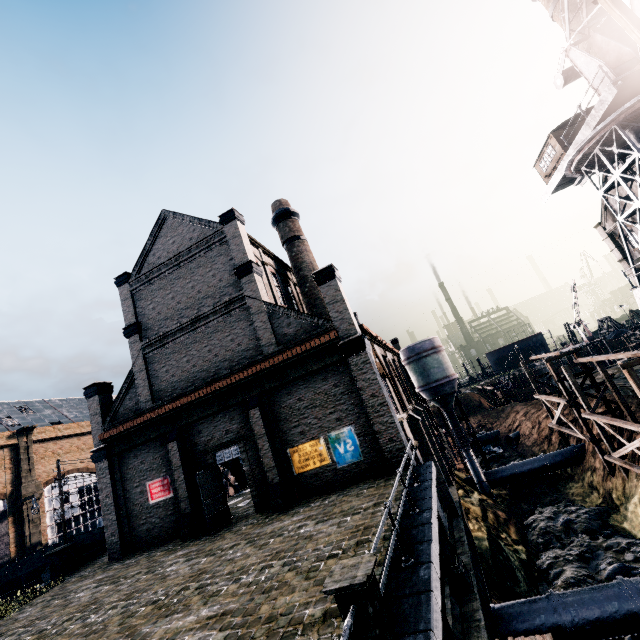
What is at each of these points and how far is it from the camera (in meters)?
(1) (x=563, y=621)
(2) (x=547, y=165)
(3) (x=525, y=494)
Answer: (1) pipe, 13.72
(2) building, 28.88
(3) stone debris, 31.47

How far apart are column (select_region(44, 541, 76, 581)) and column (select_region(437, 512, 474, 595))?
23.9m

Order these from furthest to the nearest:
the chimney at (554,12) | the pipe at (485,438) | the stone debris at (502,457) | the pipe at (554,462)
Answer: the pipe at (485,438), the stone debris at (502,457), the chimney at (554,12), the pipe at (554,462)

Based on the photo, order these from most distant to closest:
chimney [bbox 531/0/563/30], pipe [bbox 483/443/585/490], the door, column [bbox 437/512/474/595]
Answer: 1. chimney [bbox 531/0/563/30]
2. pipe [bbox 483/443/585/490]
3. the door
4. column [bbox 437/512/474/595]

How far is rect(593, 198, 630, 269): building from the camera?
36.84m

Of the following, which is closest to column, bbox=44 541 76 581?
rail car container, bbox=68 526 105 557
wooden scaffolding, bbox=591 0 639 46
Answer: rail car container, bbox=68 526 105 557

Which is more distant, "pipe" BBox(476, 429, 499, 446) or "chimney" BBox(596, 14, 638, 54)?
"pipe" BBox(476, 429, 499, 446)

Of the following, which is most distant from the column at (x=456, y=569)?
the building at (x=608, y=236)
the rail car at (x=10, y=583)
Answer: the rail car at (x=10, y=583)
